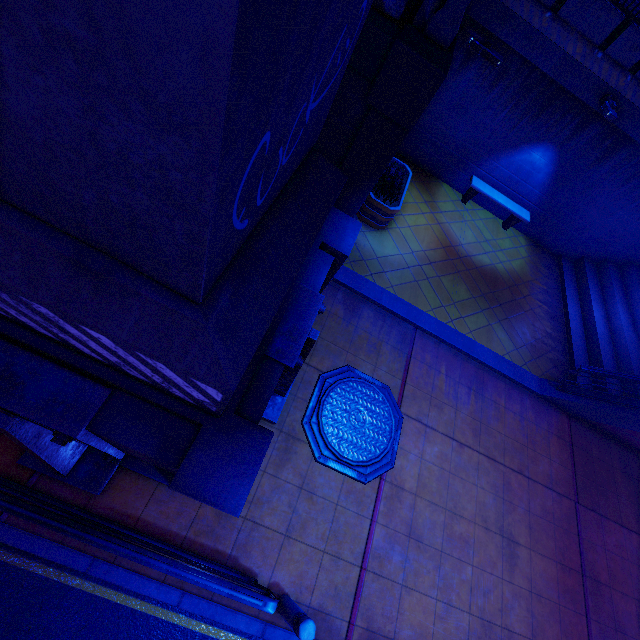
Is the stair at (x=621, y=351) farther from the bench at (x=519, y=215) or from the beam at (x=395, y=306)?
the bench at (x=519, y=215)

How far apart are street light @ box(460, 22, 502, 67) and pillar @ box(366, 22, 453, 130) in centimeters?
237cm

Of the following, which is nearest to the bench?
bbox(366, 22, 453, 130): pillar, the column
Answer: the column

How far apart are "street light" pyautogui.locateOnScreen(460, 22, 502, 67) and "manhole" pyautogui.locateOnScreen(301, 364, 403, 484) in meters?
6.5 m

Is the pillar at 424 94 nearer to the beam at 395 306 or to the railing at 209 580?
the beam at 395 306

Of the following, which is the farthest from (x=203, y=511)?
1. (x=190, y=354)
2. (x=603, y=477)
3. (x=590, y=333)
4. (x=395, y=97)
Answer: (x=590, y=333)

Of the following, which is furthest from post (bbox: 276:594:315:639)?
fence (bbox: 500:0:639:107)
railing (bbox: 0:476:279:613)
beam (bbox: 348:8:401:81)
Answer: fence (bbox: 500:0:639:107)

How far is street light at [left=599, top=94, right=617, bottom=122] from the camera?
7.7 meters
